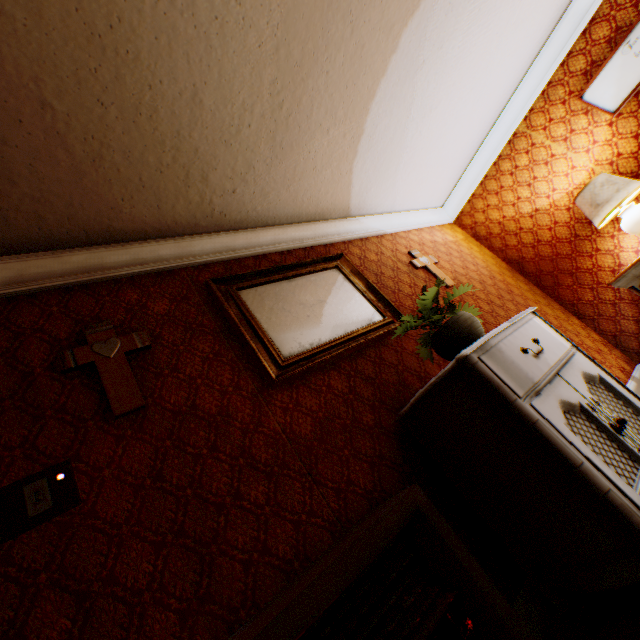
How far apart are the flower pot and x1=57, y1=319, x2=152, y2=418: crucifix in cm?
175

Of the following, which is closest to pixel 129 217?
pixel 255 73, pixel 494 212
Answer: pixel 255 73

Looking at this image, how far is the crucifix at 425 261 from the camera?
3.5 meters

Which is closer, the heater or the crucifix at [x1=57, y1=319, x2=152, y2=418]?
the heater

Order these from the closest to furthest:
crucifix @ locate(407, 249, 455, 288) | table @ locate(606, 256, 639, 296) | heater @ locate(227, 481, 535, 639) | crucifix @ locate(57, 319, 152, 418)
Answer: heater @ locate(227, 481, 535, 639) < crucifix @ locate(57, 319, 152, 418) < table @ locate(606, 256, 639, 296) < crucifix @ locate(407, 249, 455, 288)

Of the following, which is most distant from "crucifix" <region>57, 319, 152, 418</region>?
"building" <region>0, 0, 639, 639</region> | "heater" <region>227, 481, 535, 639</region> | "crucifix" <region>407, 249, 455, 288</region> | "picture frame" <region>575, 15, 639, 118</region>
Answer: "picture frame" <region>575, 15, 639, 118</region>

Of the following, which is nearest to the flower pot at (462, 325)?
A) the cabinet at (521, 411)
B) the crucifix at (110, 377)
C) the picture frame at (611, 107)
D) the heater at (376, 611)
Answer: the cabinet at (521, 411)

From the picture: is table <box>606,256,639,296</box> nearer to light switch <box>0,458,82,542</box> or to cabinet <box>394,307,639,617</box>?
cabinet <box>394,307,639,617</box>
